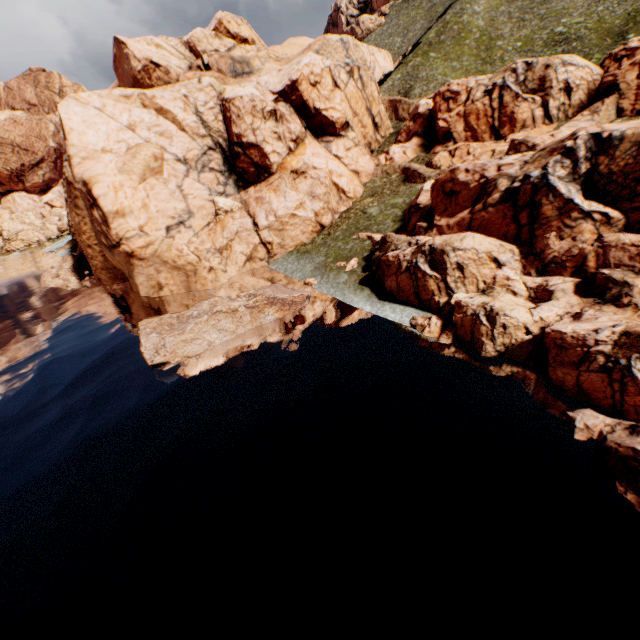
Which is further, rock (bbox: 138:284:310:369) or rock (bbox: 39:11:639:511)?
rock (bbox: 138:284:310:369)

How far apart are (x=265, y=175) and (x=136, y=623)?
42.40m

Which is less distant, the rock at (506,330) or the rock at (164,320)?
the rock at (506,330)

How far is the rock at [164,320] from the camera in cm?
2147

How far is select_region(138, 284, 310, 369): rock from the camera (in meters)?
21.47
